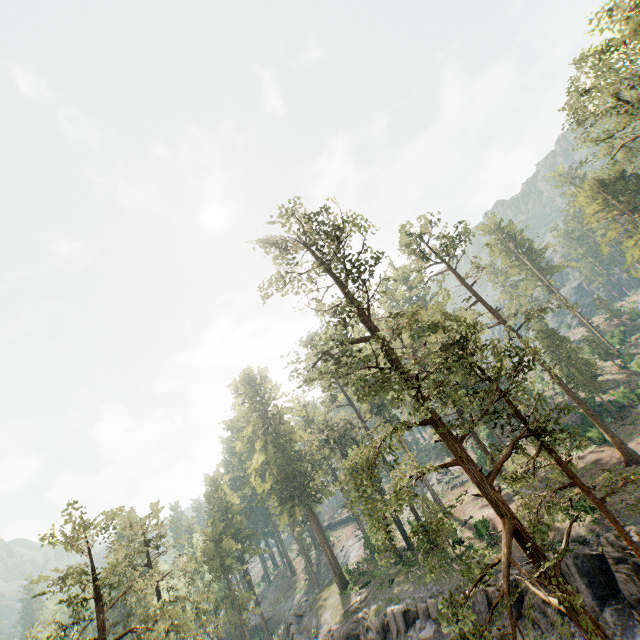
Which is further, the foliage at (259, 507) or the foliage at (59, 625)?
the foliage at (59, 625)

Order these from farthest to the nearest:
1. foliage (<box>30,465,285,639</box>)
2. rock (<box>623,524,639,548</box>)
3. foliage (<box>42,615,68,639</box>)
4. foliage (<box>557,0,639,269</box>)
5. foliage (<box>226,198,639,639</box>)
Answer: foliage (<box>557,0,639,269</box>) < rock (<box>623,524,639,548</box>) < foliage (<box>30,465,285,639</box>) < foliage (<box>42,615,68,639</box>) < foliage (<box>226,198,639,639</box>)

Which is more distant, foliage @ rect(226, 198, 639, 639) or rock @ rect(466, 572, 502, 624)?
rock @ rect(466, 572, 502, 624)

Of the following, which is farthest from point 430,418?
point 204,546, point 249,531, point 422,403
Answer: point 249,531

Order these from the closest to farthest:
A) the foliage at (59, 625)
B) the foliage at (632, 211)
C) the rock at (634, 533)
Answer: the foliage at (59, 625)
the rock at (634, 533)
the foliage at (632, 211)

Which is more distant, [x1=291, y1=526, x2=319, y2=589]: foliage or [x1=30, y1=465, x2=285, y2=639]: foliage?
[x1=291, y1=526, x2=319, y2=589]: foliage

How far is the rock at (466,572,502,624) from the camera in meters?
23.7
